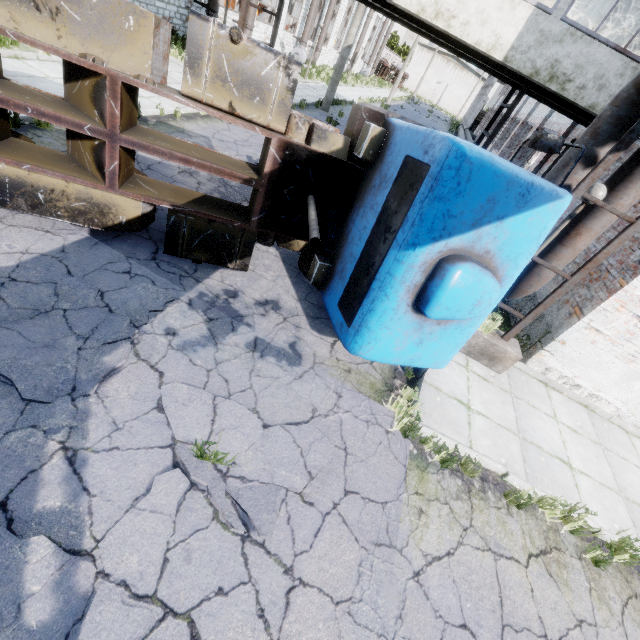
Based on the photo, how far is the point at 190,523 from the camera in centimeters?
294cm

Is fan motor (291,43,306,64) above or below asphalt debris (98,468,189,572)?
above

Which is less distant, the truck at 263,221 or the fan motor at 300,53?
the truck at 263,221

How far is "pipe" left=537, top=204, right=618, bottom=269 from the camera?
5.6 meters

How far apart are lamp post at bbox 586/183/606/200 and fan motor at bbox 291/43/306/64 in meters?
31.0 m

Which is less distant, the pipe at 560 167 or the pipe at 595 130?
the pipe at 595 130

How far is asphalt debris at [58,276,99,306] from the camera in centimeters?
403cm

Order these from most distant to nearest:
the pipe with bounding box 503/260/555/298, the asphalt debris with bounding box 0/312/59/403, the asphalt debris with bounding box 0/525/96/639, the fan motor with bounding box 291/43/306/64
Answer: the fan motor with bounding box 291/43/306/64 < the pipe with bounding box 503/260/555/298 < the asphalt debris with bounding box 0/312/59/403 < the asphalt debris with bounding box 0/525/96/639
